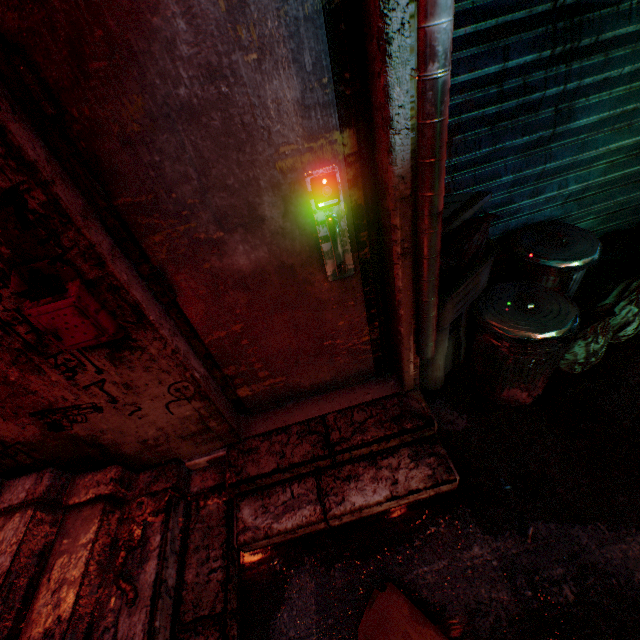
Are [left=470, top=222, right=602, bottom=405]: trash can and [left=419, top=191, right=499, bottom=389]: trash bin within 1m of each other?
yes

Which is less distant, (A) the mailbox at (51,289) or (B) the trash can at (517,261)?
Result: (A) the mailbox at (51,289)

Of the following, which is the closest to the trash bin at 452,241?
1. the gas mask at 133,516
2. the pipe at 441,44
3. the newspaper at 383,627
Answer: the pipe at 441,44

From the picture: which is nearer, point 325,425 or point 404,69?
point 404,69

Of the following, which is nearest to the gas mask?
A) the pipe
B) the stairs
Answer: the stairs

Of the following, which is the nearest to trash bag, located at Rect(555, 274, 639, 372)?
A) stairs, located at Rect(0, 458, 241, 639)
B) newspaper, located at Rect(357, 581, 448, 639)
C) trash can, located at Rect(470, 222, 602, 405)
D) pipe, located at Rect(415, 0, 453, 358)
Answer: trash can, located at Rect(470, 222, 602, 405)

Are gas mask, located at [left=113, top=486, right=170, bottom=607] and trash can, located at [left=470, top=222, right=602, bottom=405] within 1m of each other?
no

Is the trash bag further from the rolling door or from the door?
the door
